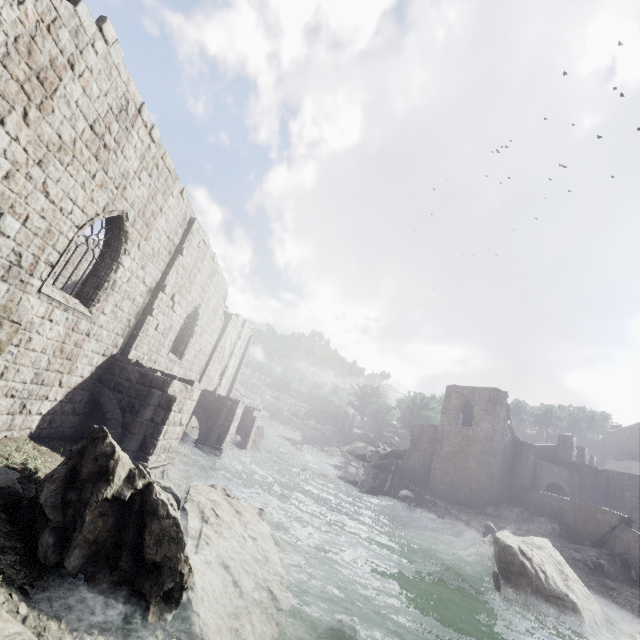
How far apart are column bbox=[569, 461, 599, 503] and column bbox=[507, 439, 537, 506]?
4.7 meters

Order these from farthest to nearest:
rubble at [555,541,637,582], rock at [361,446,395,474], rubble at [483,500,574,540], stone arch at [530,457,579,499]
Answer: rock at [361,446,395,474], stone arch at [530,457,579,499], rubble at [483,500,574,540], rubble at [555,541,637,582]

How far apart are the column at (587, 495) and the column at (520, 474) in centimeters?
470cm

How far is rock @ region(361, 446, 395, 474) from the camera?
38.44m

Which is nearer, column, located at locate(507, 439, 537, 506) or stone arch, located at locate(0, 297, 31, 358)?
stone arch, located at locate(0, 297, 31, 358)

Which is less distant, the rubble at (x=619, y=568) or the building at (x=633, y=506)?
the rubble at (x=619, y=568)

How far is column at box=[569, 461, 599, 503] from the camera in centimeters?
3100cm

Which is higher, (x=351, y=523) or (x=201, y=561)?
(x=201, y=561)
